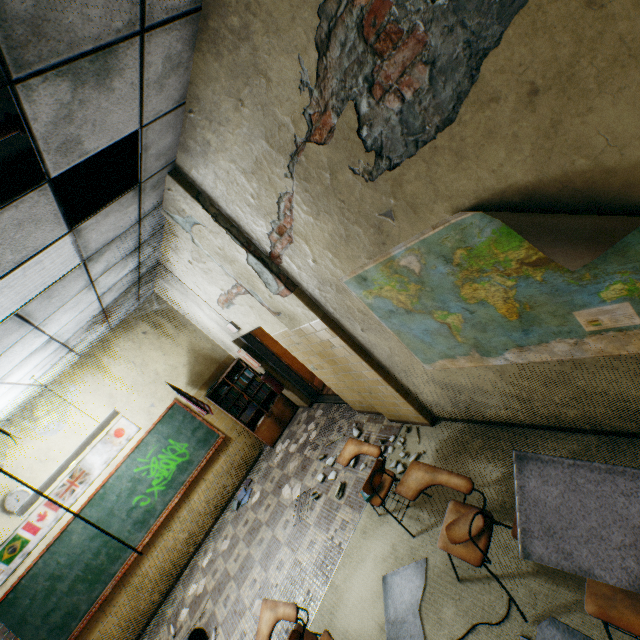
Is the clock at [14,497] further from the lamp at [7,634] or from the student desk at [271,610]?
the student desk at [271,610]

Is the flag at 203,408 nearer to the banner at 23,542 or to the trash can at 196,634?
the banner at 23,542

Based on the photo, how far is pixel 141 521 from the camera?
5.8m

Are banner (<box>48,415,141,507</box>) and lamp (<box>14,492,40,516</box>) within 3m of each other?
yes

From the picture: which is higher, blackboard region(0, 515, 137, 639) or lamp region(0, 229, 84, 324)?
lamp region(0, 229, 84, 324)

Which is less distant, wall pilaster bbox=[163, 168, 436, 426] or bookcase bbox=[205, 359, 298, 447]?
wall pilaster bbox=[163, 168, 436, 426]

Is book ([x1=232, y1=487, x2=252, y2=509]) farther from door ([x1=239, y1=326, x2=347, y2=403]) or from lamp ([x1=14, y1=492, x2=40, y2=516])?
lamp ([x1=14, y1=492, x2=40, y2=516])

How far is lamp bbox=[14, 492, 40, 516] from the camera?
4.0 meters
